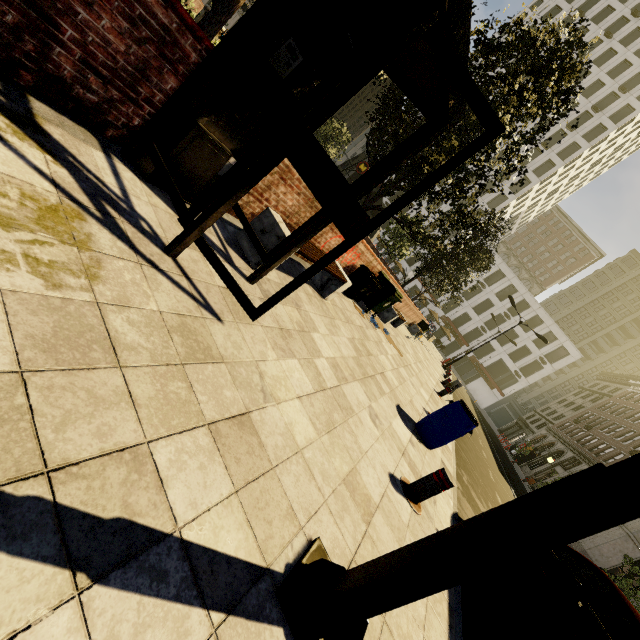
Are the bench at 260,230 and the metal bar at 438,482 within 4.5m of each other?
yes

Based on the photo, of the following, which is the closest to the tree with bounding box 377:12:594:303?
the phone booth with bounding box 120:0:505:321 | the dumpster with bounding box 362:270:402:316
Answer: the phone booth with bounding box 120:0:505:321

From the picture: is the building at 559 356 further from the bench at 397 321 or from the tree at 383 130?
the bench at 397 321

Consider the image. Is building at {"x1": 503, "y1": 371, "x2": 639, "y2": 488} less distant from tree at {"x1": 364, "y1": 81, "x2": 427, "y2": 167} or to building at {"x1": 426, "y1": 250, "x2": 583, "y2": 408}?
building at {"x1": 426, "y1": 250, "x2": 583, "y2": 408}

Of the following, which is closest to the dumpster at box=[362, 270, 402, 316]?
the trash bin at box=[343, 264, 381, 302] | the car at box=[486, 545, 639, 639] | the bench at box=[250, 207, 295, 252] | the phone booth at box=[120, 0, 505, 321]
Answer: the trash bin at box=[343, 264, 381, 302]

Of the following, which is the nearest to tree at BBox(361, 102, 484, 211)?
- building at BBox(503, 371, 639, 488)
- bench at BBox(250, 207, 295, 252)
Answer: bench at BBox(250, 207, 295, 252)

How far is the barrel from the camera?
6.0 meters

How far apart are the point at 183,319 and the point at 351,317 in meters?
5.5 m
